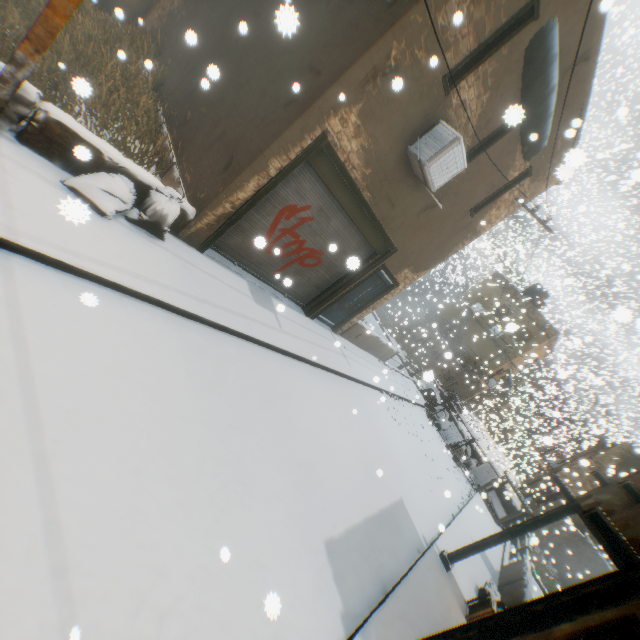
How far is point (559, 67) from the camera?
6.54m

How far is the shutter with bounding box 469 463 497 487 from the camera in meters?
17.2 m

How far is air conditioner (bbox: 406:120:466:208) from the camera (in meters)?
6.19

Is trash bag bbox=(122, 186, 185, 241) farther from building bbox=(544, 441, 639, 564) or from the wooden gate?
the wooden gate

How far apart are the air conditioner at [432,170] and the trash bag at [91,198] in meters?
2.2 m

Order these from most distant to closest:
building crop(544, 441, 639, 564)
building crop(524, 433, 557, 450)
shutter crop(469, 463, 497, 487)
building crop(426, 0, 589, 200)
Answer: shutter crop(469, 463, 497, 487) < building crop(524, 433, 557, 450) < building crop(426, 0, 589, 200) < building crop(544, 441, 639, 564)

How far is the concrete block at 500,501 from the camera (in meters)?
15.86

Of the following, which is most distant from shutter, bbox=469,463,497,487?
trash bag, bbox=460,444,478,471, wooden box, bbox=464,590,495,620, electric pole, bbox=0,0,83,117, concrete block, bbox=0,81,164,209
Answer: concrete block, bbox=0,81,164,209
